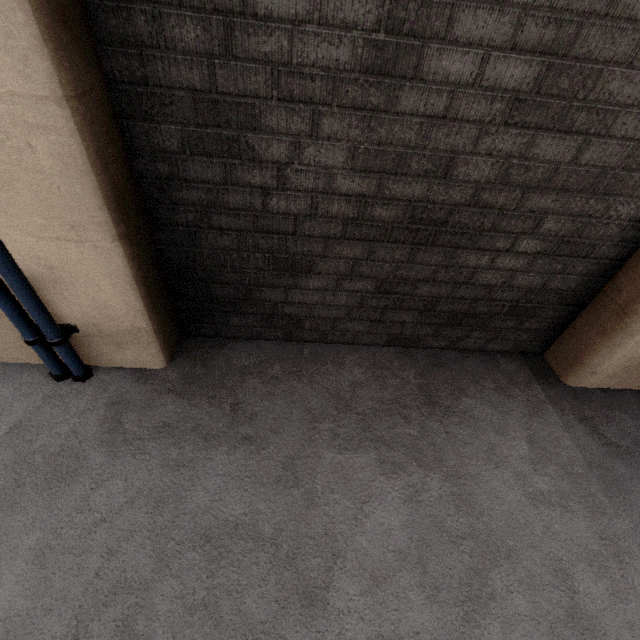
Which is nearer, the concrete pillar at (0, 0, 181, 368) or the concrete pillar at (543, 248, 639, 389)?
the concrete pillar at (0, 0, 181, 368)

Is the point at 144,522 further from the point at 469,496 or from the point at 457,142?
the point at 457,142

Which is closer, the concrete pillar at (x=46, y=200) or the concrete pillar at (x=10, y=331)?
the concrete pillar at (x=46, y=200)

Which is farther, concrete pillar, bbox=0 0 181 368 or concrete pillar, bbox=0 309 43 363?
concrete pillar, bbox=0 309 43 363

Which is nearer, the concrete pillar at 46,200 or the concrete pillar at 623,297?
the concrete pillar at 46,200
